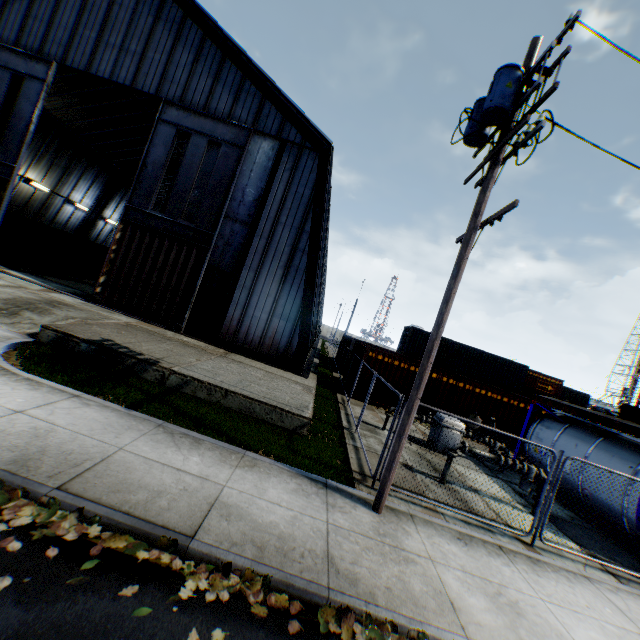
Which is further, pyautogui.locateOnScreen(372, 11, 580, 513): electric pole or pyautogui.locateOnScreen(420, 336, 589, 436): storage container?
pyautogui.locateOnScreen(420, 336, 589, 436): storage container

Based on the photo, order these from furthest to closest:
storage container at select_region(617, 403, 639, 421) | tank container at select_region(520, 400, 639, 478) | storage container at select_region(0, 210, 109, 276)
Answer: storage container at select_region(617, 403, 639, 421) < storage container at select_region(0, 210, 109, 276) < tank container at select_region(520, 400, 639, 478)

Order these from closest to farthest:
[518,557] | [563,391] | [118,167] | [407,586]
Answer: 1. [407,586]
2. [518,557]
3. [118,167]
4. [563,391]

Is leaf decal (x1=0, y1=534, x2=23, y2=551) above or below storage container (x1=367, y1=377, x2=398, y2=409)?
below

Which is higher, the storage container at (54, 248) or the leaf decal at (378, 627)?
the storage container at (54, 248)

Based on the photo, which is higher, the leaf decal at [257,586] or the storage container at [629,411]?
the storage container at [629,411]

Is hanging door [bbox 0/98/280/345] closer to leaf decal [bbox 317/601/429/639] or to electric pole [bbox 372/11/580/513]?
electric pole [bbox 372/11/580/513]

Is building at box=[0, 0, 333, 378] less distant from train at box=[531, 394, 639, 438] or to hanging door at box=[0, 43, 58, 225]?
hanging door at box=[0, 43, 58, 225]
